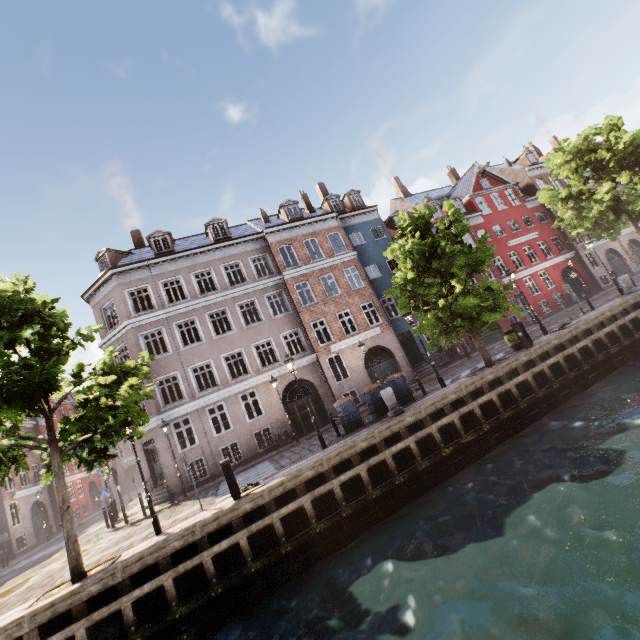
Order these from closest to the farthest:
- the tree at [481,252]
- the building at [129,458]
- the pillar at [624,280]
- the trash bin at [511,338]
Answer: the tree at [481,252] < the trash bin at [511,338] < the pillar at [624,280] < the building at [129,458]

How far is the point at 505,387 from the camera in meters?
12.5

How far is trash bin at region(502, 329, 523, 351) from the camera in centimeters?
1532cm

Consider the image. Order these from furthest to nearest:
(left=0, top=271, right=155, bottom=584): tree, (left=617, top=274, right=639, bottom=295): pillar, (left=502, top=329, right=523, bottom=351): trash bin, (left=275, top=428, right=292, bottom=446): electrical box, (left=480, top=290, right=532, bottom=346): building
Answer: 1. (left=480, top=290, right=532, bottom=346): building
2. (left=275, top=428, right=292, bottom=446): electrical box
3. (left=617, top=274, right=639, bottom=295): pillar
4. (left=502, top=329, right=523, bottom=351): trash bin
5. (left=0, top=271, right=155, bottom=584): tree

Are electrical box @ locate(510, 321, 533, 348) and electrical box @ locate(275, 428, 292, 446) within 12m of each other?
no

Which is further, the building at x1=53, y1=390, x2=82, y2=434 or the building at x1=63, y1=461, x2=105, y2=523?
the building at x1=53, y1=390, x2=82, y2=434

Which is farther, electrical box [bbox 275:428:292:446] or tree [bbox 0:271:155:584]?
electrical box [bbox 275:428:292:446]

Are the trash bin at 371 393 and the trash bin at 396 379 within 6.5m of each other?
yes
